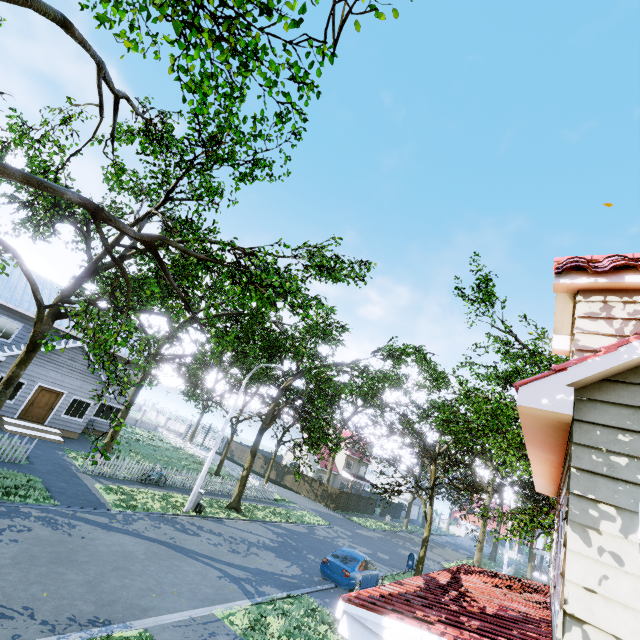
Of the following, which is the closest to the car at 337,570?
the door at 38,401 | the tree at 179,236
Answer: the tree at 179,236

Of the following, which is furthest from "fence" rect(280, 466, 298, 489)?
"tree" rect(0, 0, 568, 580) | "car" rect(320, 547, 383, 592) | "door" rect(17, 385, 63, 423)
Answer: "door" rect(17, 385, 63, 423)

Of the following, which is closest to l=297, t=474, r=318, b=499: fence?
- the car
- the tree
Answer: the tree

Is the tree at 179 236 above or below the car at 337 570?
above

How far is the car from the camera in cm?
1401

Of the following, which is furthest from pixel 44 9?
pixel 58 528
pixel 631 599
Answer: pixel 58 528

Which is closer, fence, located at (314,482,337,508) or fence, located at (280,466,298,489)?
fence, located at (314,482,337,508)
